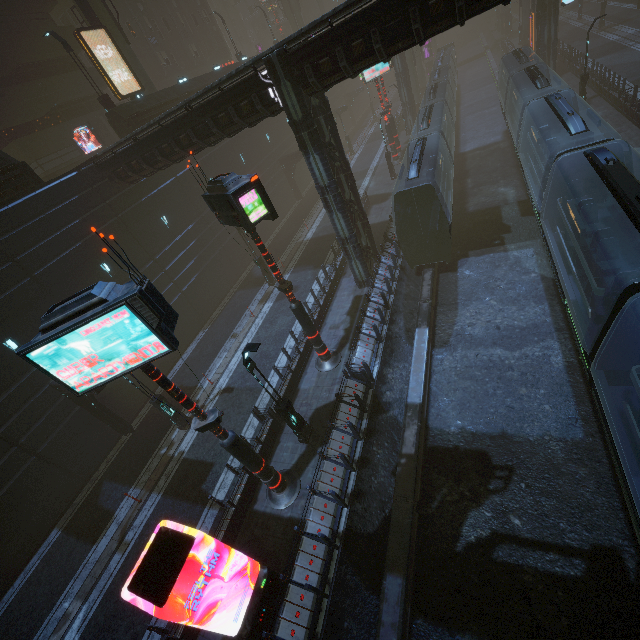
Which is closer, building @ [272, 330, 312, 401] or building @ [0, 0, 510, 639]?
building @ [0, 0, 510, 639]

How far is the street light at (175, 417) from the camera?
15.2 meters

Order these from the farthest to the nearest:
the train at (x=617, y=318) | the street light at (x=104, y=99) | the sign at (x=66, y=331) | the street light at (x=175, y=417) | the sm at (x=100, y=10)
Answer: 1. the sm at (x=100, y=10)
2. the street light at (x=104, y=99)
3. the street light at (x=175, y=417)
4. the train at (x=617, y=318)
5. the sign at (x=66, y=331)

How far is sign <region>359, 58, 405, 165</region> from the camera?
28.7 meters

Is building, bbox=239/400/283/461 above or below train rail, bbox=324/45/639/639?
above

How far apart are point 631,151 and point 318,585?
27.47m

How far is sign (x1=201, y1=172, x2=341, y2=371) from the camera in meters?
10.2 m

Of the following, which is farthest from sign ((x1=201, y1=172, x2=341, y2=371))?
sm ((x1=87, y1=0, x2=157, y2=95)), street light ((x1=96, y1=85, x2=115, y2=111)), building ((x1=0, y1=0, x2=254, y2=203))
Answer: sm ((x1=87, y1=0, x2=157, y2=95))
